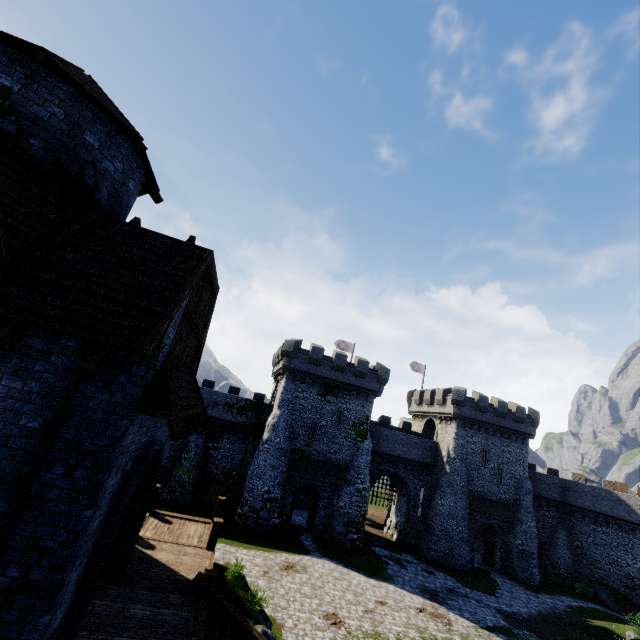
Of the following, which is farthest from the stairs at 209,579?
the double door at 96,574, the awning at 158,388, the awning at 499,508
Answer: the awning at 499,508

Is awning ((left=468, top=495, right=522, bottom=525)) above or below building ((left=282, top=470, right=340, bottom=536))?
above

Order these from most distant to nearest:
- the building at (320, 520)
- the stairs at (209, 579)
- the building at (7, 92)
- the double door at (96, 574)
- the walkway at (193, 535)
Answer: the building at (320, 520), the walkway at (193, 535), the stairs at (209, 579), the double door at (96, 574), the building at (7, 92)

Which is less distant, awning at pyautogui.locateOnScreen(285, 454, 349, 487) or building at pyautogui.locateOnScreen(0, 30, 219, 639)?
building at pyautogui.locateOnScreen(0, 30, 219, 639)

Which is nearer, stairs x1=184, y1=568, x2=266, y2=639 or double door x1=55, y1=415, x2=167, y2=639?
double door x1=55, y1=415, x2=167, y2=639

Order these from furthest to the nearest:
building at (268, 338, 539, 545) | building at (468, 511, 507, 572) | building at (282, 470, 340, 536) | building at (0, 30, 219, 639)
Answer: building at (468, 511, 507, 572), building at (268, 338, 539, 545), building at (282, 470, 340, 536), building at (0, 30, 219, 639)

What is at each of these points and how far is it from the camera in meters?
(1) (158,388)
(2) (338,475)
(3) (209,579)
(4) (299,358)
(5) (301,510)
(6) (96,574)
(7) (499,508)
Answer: (1) awning, 6.6 m
(2) awning, 30.6 m
(3) stairs, 9.3 m
(4) building, 32.6 m
(5) building, 36.9 m
(6) double door, 6.3 m
(7) awning, 33.9 m

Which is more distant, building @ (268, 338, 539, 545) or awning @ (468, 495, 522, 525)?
awning @ (468, 495, 522, 525)
